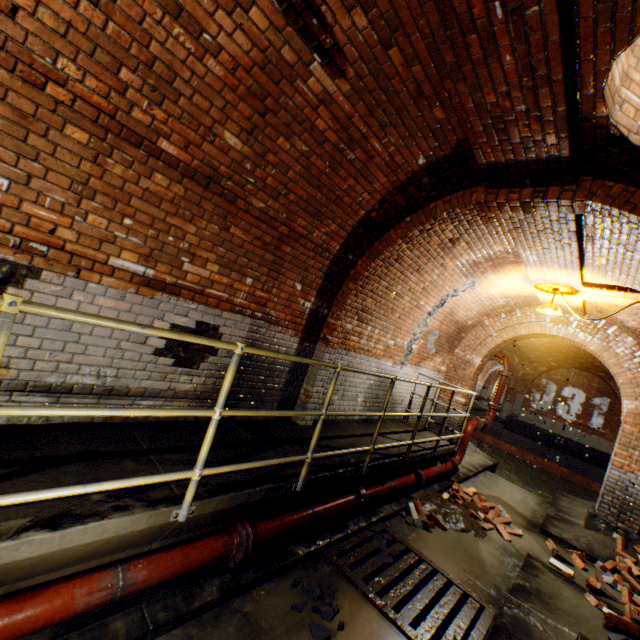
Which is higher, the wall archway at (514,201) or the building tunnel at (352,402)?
the wall archway at (514,201)

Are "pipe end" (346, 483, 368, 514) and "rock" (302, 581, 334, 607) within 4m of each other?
yes

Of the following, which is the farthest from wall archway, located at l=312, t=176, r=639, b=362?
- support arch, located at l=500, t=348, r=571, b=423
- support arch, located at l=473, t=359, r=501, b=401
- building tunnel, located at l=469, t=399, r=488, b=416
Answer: support arch, located at l=473, t=359, r=501, b=401

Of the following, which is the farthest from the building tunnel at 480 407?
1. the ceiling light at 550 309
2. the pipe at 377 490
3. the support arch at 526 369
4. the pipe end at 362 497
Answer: the pipe end at 362 497

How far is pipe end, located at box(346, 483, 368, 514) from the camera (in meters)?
4.29

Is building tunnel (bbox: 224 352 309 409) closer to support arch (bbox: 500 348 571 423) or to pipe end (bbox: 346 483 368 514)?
pipe end (bbox: 346 483 368 514)

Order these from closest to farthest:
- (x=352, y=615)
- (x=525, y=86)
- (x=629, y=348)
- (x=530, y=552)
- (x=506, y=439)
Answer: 1. (x=525, y=86)
2. (x=352, y=615)
3. (x=530, y=552)
4. (x=629, y=348)
5. (x=506, y=439)

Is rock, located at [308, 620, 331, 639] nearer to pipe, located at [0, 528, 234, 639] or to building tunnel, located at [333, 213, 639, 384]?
building tunnel, located at [333, 213, 639, 384]
